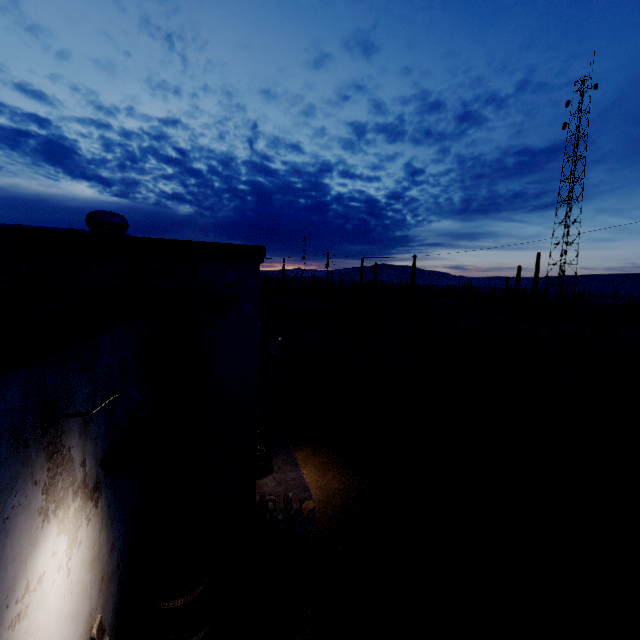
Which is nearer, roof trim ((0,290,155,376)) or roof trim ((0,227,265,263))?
roof trim ((0,290,155,376))

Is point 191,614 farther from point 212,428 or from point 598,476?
point 598,476

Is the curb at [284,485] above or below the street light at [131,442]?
below

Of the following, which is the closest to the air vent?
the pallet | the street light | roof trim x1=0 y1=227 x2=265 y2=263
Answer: roof trim x1=0 y1=227 x2=265 y2=263

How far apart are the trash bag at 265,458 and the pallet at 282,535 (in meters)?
0.71

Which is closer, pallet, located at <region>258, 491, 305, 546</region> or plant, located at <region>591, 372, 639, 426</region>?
pallet, located at <region>258, 491, 305, 546</region>

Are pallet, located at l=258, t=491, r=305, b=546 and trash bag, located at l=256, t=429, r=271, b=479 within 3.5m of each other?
yes

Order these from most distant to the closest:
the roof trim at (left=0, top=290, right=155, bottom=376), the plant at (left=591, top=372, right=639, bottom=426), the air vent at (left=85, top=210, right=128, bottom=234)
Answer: the plant at (left=591, top=372, right=639, bottom=426) → the air vent at (left=85, top=210, right=128, bottom=234) → the roof trim at (left=0, top=290, right=155, bottom=376)
